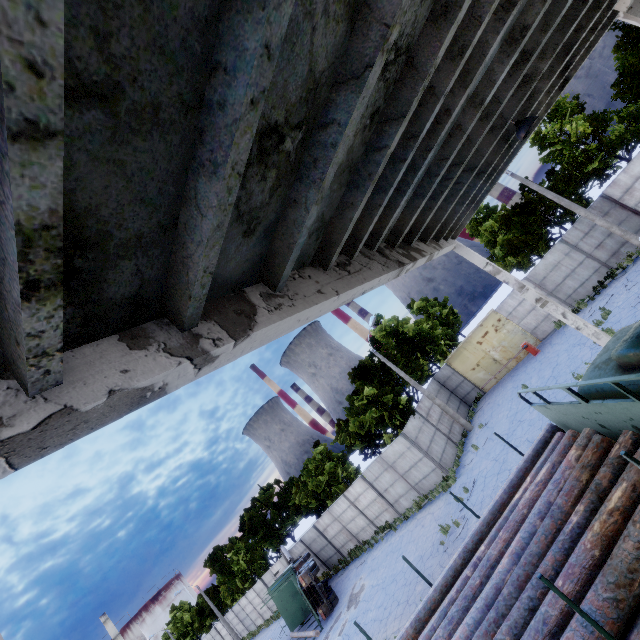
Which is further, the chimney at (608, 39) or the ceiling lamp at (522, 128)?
the chimney at (608, 39)

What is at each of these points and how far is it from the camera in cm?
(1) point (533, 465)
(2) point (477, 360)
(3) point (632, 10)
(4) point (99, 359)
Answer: (1) log pile, 579
(2) door, 2530
(3) column beam, 808
(4) column beam, 205

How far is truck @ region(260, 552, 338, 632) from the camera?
20.7 meters

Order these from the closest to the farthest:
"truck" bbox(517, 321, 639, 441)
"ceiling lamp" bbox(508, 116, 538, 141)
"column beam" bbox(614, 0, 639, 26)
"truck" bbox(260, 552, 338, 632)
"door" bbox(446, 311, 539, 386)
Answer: "truck" bbox(517, 321, 639, 441)
"ceiling lamp" bbox(508, 116, 538, 141)
"column beam" bbox(614, 0, 639, 26)
"truck" bbox(260, 552, 338, 632)
"door" bbox(446, 311, 539, 386)

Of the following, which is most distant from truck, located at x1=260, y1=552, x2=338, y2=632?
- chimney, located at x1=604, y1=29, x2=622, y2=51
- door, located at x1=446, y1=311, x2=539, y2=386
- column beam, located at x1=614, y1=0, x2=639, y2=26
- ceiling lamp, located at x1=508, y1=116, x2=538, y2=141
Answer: chimney, located at x1=604, y1=29, x2=622, y2=51

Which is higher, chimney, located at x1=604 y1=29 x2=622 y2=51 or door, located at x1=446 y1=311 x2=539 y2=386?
chimney, located at x1=604 y1=29 x2=622 y2=51

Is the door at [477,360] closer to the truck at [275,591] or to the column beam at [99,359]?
the column beam at [99,359]

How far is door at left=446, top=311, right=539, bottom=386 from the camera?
23.5 meters
